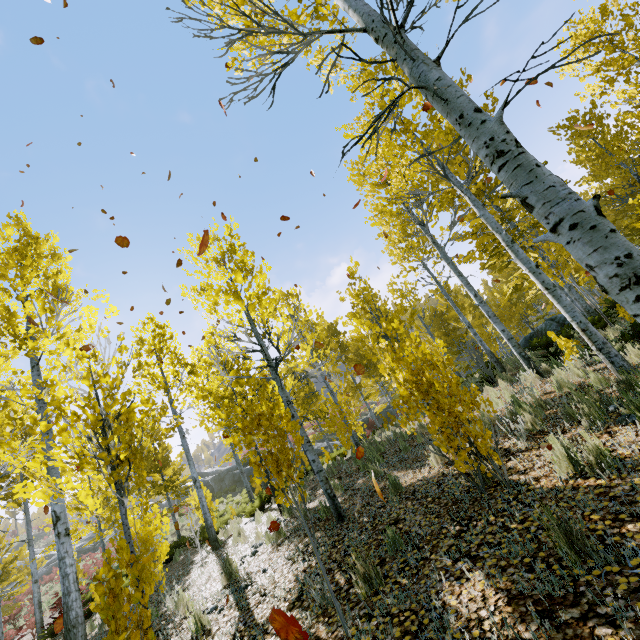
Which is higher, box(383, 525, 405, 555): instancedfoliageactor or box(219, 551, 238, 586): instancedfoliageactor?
box(219, 551, 238, 586): instancedfoliageactor

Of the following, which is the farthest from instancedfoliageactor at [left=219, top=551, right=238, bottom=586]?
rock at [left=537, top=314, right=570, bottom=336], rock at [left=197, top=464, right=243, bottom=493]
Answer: rock at [left=197, top=464, right=243, bottom=493]

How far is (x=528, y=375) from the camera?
8.7 meters

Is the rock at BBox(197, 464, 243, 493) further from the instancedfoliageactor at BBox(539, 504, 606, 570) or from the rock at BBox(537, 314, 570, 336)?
the rock at BBox(537, 314, 570, 336)

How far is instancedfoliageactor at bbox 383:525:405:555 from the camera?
3.79m

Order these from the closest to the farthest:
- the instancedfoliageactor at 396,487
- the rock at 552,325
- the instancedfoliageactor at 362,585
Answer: the instancedfoliageactor at 362,585 < the instancedfoliageactor at 396,487 < the rock at 552,325

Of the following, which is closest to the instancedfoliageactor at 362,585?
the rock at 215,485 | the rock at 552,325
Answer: the rock at 552,325
